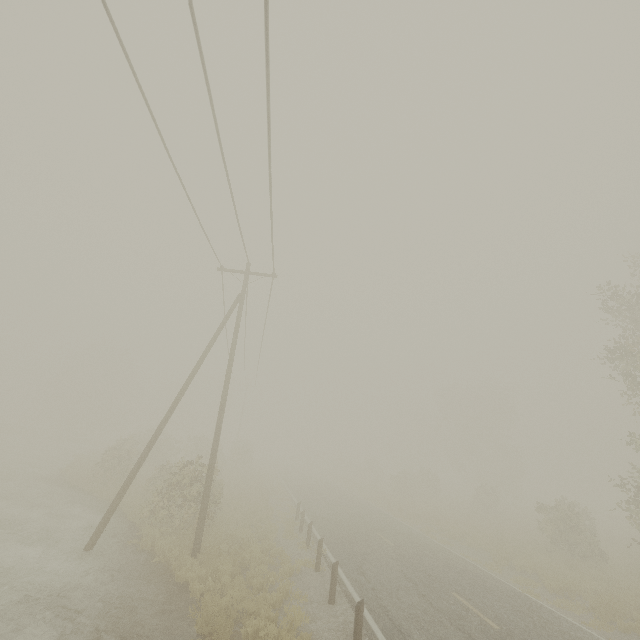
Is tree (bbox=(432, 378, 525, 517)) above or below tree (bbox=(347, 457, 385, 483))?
above

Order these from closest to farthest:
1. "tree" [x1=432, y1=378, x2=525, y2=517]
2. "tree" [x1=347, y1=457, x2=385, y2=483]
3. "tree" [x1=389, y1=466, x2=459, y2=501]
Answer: "tree" [x1=389, y1=466, x2=459, y2=501] → "tree" [x1=432, y1=378, x2=525, y2=517] → "tree" [x1=347, y1=457, x2=385, y2=483]

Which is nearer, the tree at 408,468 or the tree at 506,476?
the tree at 408,468

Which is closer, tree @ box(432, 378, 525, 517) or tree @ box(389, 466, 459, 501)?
tree @ box(389, 466, 459, 501)

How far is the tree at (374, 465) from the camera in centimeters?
5100cm

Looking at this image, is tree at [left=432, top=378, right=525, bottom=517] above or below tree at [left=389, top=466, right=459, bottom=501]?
above

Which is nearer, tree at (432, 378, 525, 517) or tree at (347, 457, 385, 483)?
tree at (432, 378, 525, 517)

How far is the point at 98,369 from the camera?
52.59m
